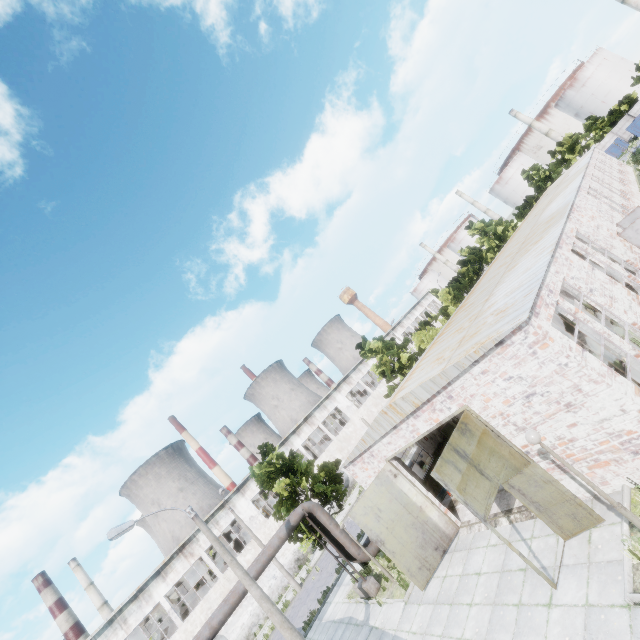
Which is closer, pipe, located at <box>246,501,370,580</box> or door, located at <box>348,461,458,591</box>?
door, located at <box>348,461,458,591</box>

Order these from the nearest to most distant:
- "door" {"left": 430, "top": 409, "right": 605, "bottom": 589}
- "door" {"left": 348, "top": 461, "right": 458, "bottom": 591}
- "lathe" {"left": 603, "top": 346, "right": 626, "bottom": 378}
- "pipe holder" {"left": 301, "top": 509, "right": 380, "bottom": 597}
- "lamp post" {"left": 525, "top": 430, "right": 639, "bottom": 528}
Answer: "lamp post" {"left": 525, "top": 430, "right": 639, "bottom": 528} < "door" {"left": 430, "top": 409, "right": 605, "bottom": 589} < "lathe" {"left": 603, "top": 346, "right": 626, "bottom": 378} < "door" {"left": 348, "top": 461, "right": 458, "bottom": 591} < "pipe holder" {"left": 301, "top": 509, "right": 380, "bottom": 597}

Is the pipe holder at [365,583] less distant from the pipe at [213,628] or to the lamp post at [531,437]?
the pipe at [213,628]

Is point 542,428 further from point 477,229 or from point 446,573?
point 477,229

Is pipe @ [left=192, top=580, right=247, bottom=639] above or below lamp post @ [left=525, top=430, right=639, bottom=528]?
above

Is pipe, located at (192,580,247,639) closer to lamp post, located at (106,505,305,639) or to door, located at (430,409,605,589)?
lamp post, located at (106,505,305,639)

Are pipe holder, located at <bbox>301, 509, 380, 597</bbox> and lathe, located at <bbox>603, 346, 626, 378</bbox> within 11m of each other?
no

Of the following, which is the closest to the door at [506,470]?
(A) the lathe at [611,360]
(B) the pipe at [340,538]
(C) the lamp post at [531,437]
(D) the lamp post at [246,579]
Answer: (C) the lamp post at [531,437]
